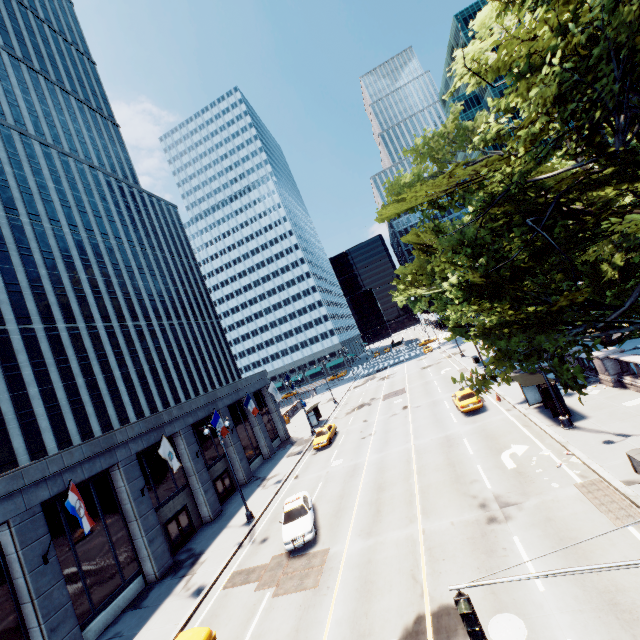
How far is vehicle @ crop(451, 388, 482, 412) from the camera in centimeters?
2611cm

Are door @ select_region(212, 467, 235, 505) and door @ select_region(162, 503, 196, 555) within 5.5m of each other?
yes

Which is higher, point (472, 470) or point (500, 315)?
point (500, 315)

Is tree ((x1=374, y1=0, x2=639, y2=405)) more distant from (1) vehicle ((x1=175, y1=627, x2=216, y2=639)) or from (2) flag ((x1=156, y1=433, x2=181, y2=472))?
(2) flag ((x1=156, y1=433, x2=181, y2=472))

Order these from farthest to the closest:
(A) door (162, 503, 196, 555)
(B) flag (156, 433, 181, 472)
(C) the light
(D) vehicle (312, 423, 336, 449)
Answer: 1. (D) vehicle (312, 423, 336, 449)
2. (A) door (162, 503, 196, 555)
3. (B) flag (156, 433, 181, 472)
4. (C) the light

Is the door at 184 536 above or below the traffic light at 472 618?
below

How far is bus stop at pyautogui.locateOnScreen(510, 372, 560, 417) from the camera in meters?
19.7

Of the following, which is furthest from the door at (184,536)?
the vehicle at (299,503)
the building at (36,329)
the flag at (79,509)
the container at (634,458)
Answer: the container at (634,458)
